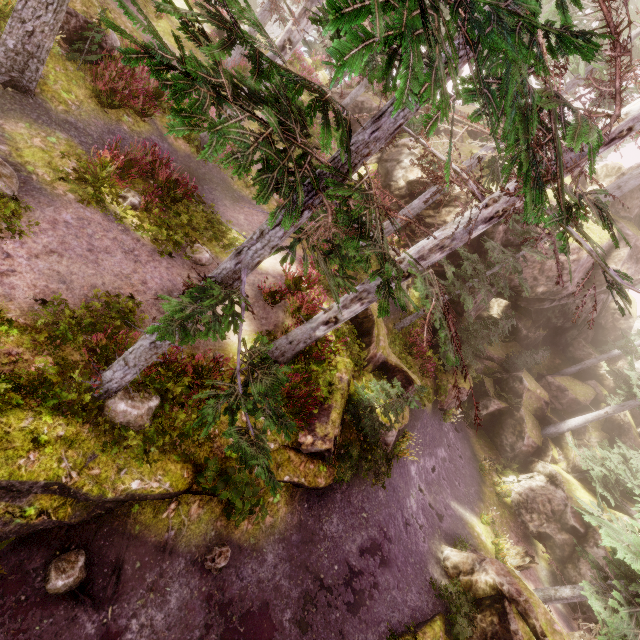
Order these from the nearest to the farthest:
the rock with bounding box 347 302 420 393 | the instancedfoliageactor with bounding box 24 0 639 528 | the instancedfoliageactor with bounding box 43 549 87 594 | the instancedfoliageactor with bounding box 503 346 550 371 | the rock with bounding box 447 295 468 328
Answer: the instancedfoliageactor with bounding box 24 0 639 528 → the instancedfoliageactor with bounding box 43 549 87 594 → the rock with bounding box 347 302 420 393 → the rock with bounding box 447 295 468 328 → the instancedfoliageactor with bounding box 503 346 550 371

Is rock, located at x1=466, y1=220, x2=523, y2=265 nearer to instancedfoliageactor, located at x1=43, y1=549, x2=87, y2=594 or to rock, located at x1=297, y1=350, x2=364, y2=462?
instancedfoliageactor, located at x1=43, y1=549, x2=87, y2=594

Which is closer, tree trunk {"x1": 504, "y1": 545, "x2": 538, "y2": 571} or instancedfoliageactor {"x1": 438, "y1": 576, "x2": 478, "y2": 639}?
instancedfoliageactor {"x1": 438, "y1": 576, "x2": 478, "y2": 639}

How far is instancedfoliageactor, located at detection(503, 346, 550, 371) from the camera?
26.11m

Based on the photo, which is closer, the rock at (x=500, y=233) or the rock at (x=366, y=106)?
the rock at (x=500, y=233)

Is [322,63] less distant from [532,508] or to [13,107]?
[13,107]

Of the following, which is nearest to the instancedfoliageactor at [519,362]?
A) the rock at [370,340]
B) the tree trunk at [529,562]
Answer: the rock at [370,340]

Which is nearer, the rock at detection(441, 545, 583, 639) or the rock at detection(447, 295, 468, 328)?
the rock at detection(441, 545, 583, 639)
